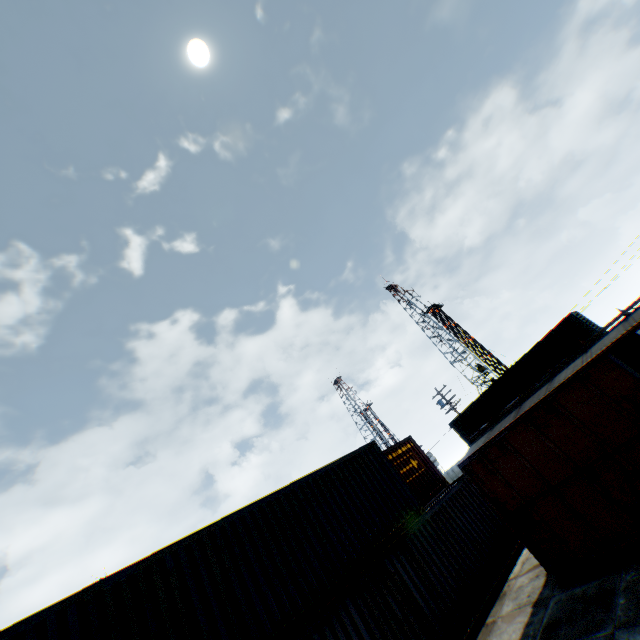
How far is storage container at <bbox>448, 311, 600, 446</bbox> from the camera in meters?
20.4 m

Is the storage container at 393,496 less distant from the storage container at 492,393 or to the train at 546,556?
the train at 546,556

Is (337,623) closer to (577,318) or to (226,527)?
(226,527)

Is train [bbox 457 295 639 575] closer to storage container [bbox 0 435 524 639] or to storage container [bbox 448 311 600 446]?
storage container [bbox 0 435 524 639]

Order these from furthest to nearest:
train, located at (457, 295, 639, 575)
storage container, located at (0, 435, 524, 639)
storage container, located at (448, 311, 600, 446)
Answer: storage container, located at (448, 311, 600, 446) → train, located at (457, 295, 639, 575) → storage container, located at (0, 435, 524, 639)

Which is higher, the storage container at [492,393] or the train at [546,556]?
the storage container at [492,393]

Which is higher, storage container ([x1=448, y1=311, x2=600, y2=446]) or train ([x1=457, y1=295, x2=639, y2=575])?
storage container ([x1=448, y1=311, x2=600, y2=446])
